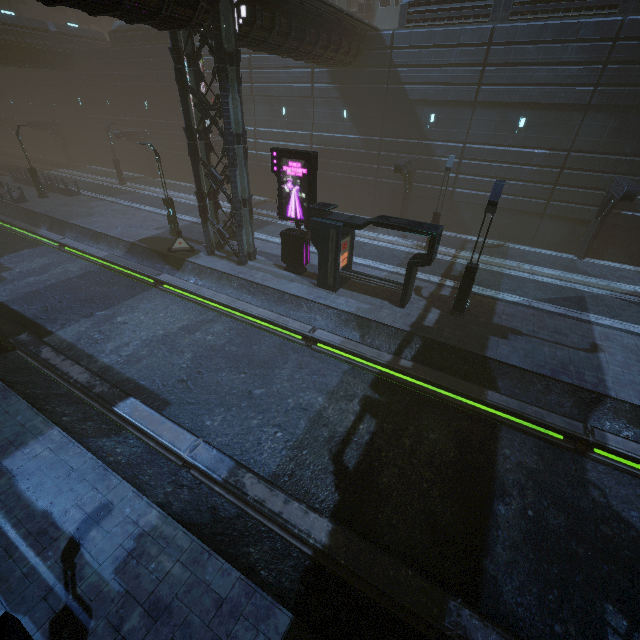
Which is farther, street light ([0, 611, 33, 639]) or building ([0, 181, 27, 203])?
building ([0, 181, 27, 203])

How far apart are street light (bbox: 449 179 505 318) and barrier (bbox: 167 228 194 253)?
15.1m

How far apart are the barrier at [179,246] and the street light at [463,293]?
15.1m

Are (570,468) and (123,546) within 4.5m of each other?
no

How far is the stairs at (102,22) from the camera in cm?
4656

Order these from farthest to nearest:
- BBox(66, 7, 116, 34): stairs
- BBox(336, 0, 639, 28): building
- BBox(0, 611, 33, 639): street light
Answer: BBox(66, 7, 116, 34): stairs → BBox(336, 0, 639, 28): building → BBox(0, 611, 33, 639): street light

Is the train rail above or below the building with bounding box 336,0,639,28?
below

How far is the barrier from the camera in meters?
19.4 m
